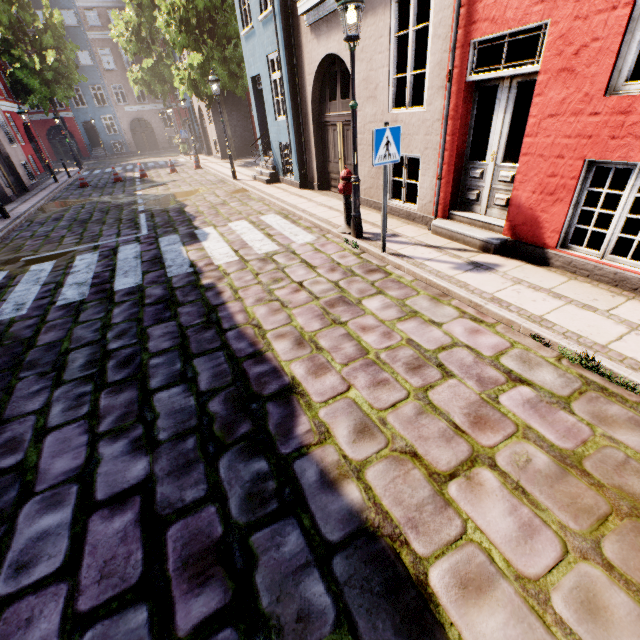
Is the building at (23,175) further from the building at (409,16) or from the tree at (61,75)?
the building at (409,16)

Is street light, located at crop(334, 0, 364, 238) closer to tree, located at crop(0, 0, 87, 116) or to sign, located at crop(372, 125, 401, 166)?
sign, located at crop(372, 125, 401, 166)

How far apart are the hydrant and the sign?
1.5m

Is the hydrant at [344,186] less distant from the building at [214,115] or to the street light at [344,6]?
the street light at [344,6]

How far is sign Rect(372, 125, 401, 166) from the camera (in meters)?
4.63

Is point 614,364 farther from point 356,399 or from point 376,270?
point 376,270

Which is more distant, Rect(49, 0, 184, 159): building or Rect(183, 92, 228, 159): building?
Rect(49, 0, 184, 159): building

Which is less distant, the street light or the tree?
the street light
